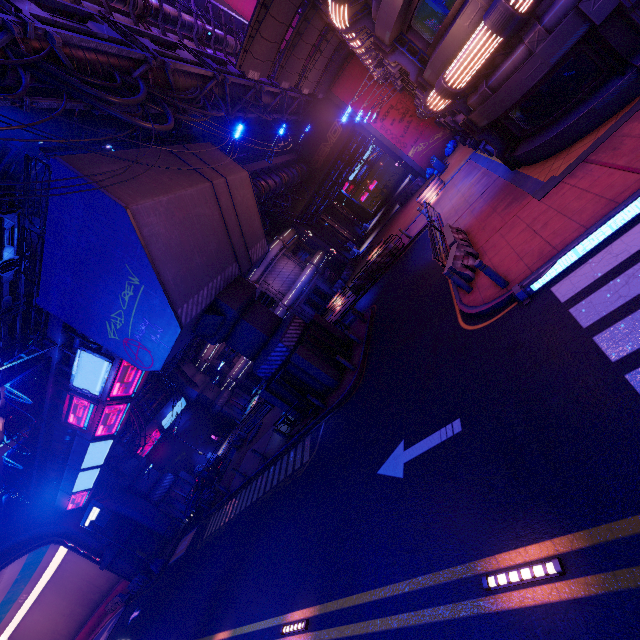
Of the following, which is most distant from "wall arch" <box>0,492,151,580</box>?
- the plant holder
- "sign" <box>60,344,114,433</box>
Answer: the plant holder

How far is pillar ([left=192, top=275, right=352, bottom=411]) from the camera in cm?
1589

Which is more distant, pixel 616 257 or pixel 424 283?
pixel 424 283

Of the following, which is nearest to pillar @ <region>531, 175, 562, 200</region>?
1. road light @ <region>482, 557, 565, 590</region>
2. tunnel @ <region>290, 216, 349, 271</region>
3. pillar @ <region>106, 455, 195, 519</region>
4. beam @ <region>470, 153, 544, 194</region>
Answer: beam @ <region>470, 153, 544, 194</region>

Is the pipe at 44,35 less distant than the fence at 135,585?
Yes

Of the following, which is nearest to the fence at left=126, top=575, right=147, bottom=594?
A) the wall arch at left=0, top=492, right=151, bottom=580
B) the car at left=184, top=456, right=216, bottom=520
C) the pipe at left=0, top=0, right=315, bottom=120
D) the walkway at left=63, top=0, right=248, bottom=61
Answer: Result: the wall arch at left=0, top=492, right=151, bottom=580

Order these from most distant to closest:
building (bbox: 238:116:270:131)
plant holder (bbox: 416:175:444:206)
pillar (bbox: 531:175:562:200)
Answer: building (bbox: 238:116:270:131) < plant holder (bbox: 416:175:444:206) < pillar (bbox: 531:175:562:200)

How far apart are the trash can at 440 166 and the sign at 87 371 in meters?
27.2
